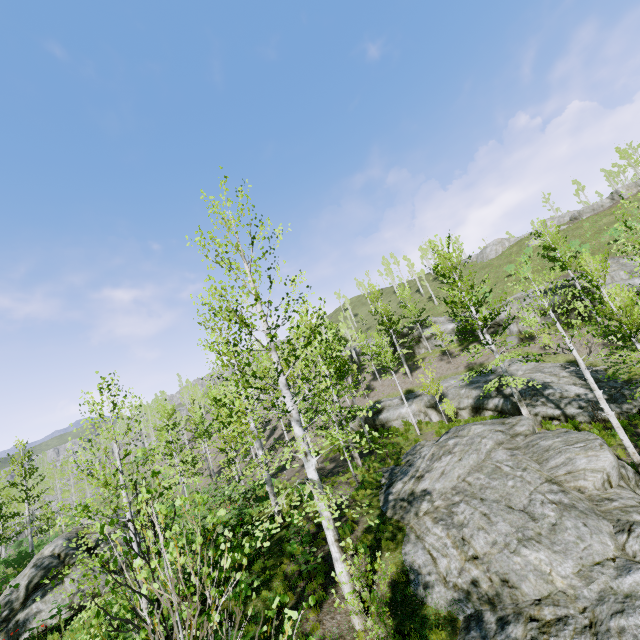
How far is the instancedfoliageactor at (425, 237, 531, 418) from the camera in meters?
17.3 m

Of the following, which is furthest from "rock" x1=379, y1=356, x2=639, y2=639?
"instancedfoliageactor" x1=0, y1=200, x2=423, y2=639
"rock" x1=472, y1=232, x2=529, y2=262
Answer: "rock" x1=472, y1=232, x2=529, y2=262

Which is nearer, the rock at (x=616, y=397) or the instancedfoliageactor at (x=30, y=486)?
the instancedfoliageactor at (x=30, y=486)

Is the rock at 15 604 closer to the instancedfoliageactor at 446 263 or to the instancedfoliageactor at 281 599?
the instancedfoliageactor at 446 263

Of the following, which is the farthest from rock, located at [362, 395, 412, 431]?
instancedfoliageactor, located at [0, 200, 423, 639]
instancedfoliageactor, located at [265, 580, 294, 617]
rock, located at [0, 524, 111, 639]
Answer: rock, located at [0, 524, 111, 639]

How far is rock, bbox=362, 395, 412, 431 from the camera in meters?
27.2

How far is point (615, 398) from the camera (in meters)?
16.97

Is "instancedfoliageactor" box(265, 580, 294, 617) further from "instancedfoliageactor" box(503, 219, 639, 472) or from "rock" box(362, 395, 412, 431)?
"rock" box(362, 395, 412, 431)
